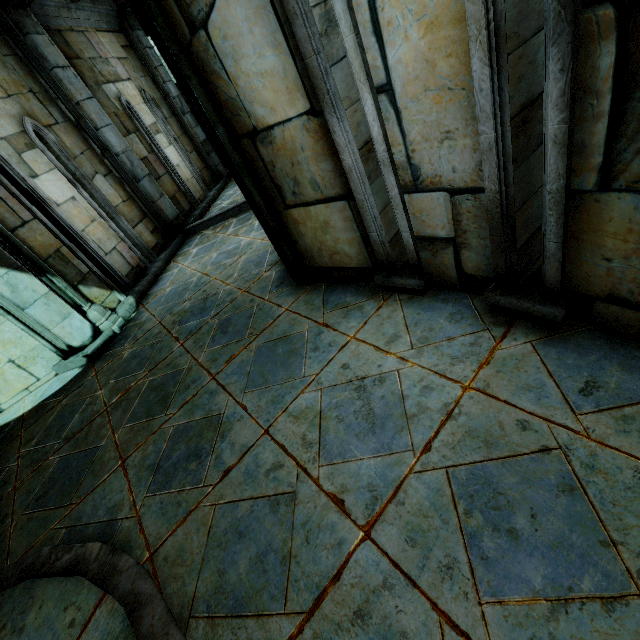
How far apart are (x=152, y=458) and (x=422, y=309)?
2.4 meters

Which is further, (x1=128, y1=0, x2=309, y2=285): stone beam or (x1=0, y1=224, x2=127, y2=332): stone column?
(x1=0, y1=224, x2=127, y2=332): stone column

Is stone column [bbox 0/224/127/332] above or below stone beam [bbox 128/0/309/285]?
below

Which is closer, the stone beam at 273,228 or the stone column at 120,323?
the stone beam at 273,228

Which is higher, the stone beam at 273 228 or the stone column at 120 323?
the stone beam at 273 228
